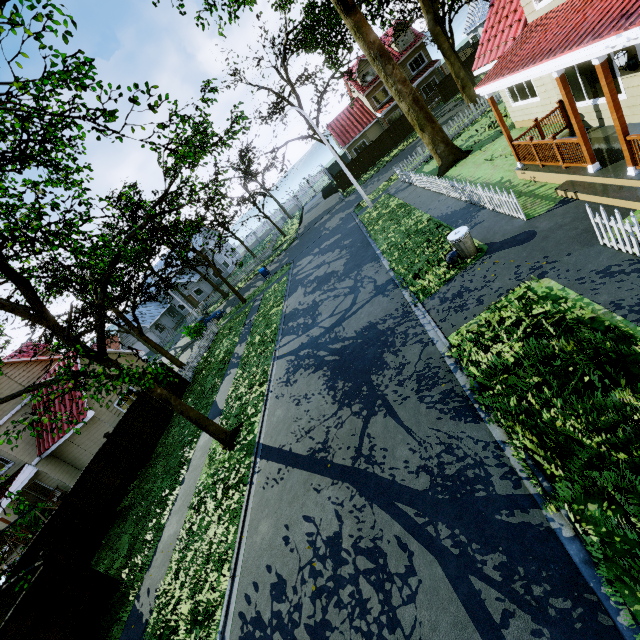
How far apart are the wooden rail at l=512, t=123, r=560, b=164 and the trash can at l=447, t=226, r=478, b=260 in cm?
308

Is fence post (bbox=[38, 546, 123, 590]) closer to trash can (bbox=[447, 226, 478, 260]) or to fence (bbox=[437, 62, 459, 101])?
fence (bbox=[437, 62, 459, 101])

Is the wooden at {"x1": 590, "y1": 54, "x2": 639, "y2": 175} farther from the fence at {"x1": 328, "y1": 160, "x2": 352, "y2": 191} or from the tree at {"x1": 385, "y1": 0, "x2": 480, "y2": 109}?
the tree at {"x1": 385, "y1": 0, "x2": 480, "y2": 109}

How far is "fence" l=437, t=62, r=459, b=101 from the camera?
33.6 meters

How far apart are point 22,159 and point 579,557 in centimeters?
1367cm

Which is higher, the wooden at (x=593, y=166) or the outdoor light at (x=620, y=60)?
the outdoor light at (x=620, y=60)

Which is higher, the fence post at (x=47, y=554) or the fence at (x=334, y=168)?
the fence post at (x=47, y=554)

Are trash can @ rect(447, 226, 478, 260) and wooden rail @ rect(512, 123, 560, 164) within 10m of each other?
yes
